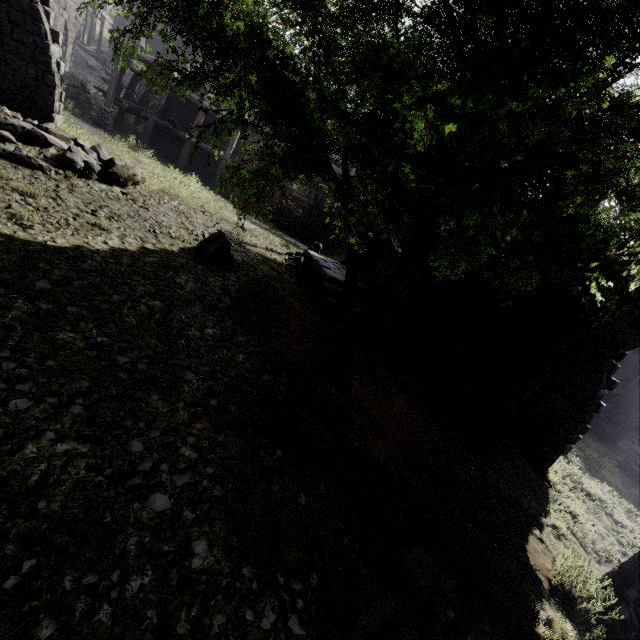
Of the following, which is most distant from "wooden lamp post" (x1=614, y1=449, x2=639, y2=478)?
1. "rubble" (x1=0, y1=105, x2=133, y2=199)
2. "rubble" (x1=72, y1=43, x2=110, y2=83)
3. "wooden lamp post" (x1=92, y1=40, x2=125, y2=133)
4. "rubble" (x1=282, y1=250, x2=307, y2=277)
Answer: "rubble" (x1=72, y1=43, x2=110, y2=83)

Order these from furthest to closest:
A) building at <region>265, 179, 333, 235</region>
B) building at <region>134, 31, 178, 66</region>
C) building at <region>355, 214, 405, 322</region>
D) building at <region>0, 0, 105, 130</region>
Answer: building at <region>265, 179, 333, 235</region>
building at <region>134, 31, 178, 66</region>
building at <region>355, 214, 405, 322</region>
building at <region>0, 0, 105, 130</region>

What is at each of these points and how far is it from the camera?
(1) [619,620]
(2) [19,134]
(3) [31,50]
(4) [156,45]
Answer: (1) building, 5.3 meters
(2) rubble, 9.2 meters
(3) building, 10.4 meters
(4) building, 46.7 meters

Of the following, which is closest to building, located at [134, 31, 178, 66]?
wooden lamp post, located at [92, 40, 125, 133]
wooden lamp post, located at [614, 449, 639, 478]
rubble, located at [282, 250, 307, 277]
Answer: rubble, located at [282, 250, 307, 277]

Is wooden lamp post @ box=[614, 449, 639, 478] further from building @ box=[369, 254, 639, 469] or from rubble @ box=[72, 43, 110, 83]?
rubble @ box=[72, 43, 110, 83]

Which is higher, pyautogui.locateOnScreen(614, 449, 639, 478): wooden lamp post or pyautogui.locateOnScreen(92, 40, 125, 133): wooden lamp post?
pyautogui.locateOnScreen(92, 40, 125, 133): wooden lamp post

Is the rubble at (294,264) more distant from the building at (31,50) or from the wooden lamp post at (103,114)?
the wooden lamp post at (103,114)

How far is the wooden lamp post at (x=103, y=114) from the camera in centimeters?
1728cm
